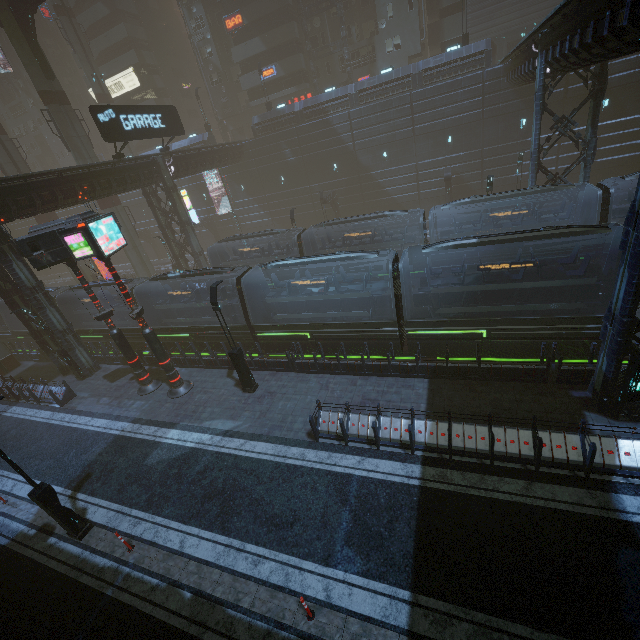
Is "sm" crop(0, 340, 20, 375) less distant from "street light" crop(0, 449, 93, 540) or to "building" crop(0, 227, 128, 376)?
"building" crop(0, 227, 128, 376)

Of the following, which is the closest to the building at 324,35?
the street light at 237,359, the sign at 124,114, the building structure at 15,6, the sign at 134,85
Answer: the sign at 134,85

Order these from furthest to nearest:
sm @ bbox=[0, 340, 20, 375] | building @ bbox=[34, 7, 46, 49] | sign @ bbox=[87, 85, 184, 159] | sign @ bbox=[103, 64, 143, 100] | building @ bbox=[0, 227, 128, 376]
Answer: building @ bbox=[34, 7, 46, 49], sign @ bbox=[103, 64, 143, 100], sm @ bbox=[0, 340, 20, 375], sign @ bbox=[87, 85, 184, 159], building @ bbox=[0, 227, 128, 376]

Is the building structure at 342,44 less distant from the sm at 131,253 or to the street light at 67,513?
the sm at 131,253

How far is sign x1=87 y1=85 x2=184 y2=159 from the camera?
20.1m

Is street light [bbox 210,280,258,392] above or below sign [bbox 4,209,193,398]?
below

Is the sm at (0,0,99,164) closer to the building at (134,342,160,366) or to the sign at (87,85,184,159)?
the building at (134,342,160,366)

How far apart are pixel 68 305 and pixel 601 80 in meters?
35.8
